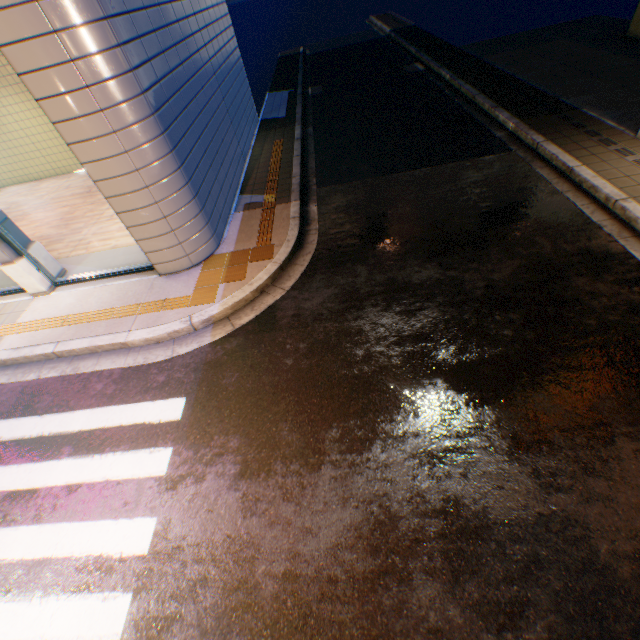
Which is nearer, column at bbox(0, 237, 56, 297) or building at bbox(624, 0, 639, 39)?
column at bbox(0, 237, 56, 297)

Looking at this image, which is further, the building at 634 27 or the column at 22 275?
the building at 634 27

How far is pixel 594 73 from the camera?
9.6m
